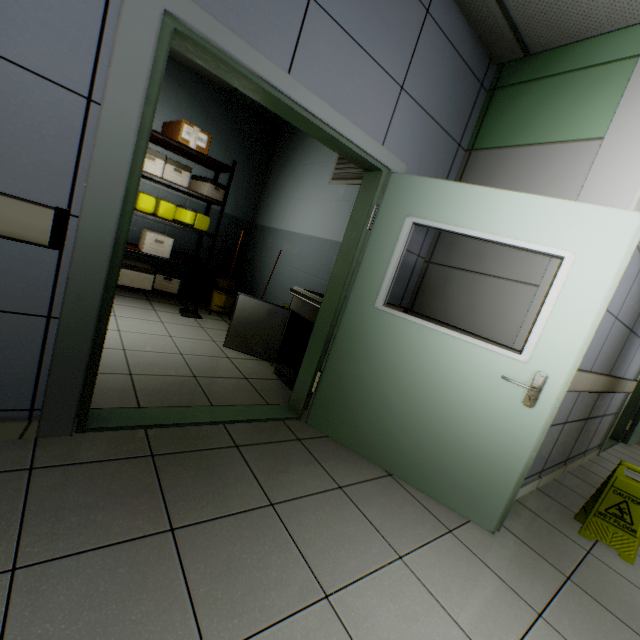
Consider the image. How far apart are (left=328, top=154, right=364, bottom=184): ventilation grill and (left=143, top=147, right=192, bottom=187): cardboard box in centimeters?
198cm

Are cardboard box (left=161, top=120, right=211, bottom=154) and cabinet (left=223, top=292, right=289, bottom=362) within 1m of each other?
no

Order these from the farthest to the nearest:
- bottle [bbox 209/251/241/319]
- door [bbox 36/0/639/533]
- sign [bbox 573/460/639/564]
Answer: bottle [bbox 209/251/241/319]
sign [bbox 573/460/639/564]
door [bbox 36/0/639/533]

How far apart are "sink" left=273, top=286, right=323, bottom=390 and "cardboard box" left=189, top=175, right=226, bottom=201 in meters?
2.5

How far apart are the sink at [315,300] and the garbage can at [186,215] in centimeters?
224cm

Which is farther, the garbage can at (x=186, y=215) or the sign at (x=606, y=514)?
the garbage can at (x=186, y=215)

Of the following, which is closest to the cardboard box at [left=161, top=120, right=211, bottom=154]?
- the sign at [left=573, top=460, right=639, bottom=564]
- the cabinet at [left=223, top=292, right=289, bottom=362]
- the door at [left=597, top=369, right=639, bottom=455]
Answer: the cabinet at [left=223, top=292, right=289, bottom=362]

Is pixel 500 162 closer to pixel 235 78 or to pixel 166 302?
pixel 235 78
